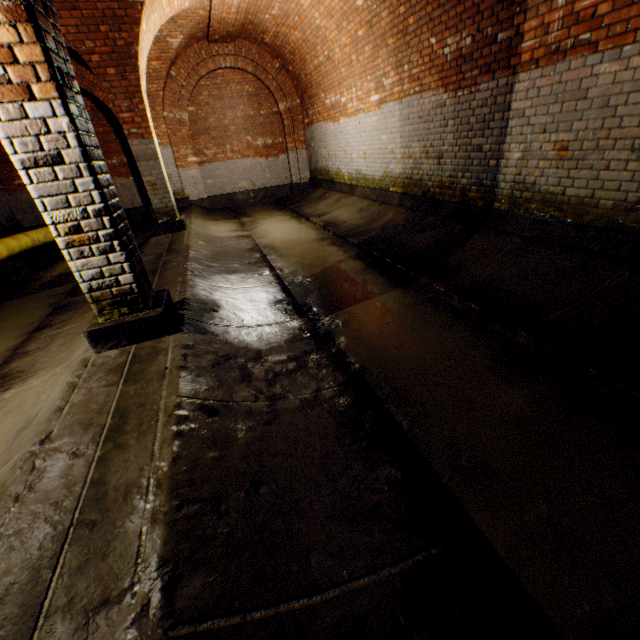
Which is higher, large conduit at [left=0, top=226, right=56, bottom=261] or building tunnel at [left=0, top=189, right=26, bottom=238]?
building tunnel at [left=0, top=189, right=26, bottom=238]

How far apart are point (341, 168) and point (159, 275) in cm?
677

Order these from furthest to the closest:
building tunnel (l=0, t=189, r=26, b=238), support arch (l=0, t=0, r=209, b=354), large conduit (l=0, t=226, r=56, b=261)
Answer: building tunnel (l=0, t=189, r=26, b=238)
large conduit (l=0, t=226, r=56, b=261)
support arch (l=0, t=0, r=209, b=354)

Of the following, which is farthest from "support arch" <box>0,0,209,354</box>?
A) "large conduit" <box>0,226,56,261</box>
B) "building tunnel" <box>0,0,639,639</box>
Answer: "large conduit" <box>0,226,56,261</box>

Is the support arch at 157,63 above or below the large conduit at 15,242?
above

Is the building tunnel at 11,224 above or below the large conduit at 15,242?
above

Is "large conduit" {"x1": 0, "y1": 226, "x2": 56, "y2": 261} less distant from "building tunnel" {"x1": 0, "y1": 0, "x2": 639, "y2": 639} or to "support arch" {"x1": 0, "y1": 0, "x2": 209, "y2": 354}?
"building tunnel" {"x1": 0, "y1": 0, "x2": 639, "y2": 639}
